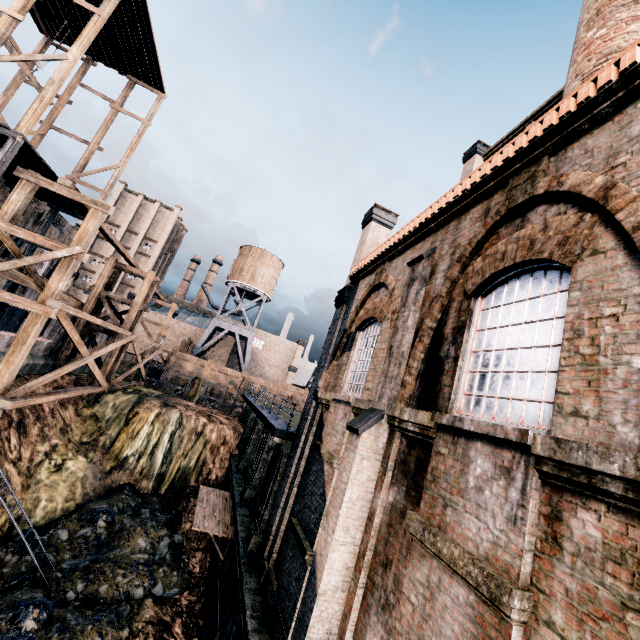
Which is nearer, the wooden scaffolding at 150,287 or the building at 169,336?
the wooden scaffolding at 150,287

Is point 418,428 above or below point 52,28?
below

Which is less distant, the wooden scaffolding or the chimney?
the chimney

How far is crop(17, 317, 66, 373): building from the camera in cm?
2218

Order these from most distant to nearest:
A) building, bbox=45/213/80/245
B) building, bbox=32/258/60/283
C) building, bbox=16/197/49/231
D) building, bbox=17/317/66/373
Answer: building, bbox=32/258/60/283 < building, bbox=45/213/80/245 < building, bbox=16/197/49/231 < building, bbox=17/317/66/373

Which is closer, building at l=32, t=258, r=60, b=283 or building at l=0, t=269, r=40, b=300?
building at l=0, t=269, r=40, b=300

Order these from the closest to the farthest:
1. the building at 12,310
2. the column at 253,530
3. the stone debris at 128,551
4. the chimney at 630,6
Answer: the chimney at 630,6 → the stone debris at 128,551 → the column at 253,530 → the building at 12,310

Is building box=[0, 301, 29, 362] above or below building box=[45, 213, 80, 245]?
below
